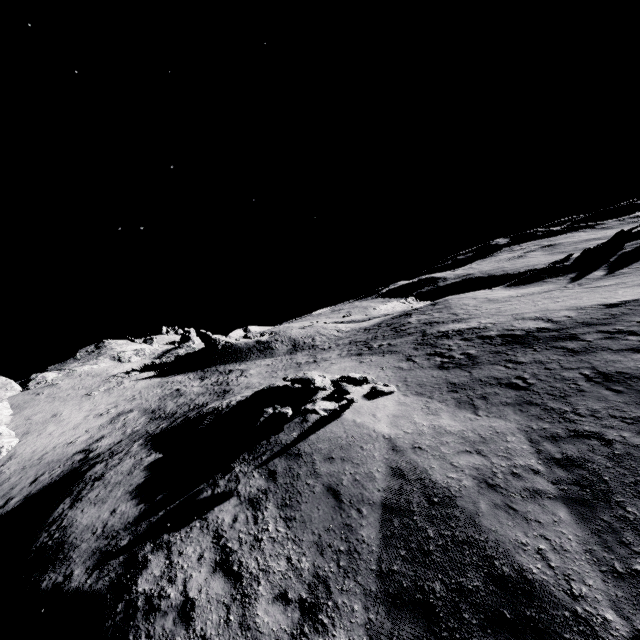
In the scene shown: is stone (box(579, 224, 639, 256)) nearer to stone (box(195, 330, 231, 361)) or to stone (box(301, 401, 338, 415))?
stone (box(301, 401, 338, 415))

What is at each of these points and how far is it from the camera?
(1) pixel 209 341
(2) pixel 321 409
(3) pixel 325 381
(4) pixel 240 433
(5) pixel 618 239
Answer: (1) stone, 52.2 meters
(2) stone, 11.5 meters
(3) stone, 15.4 meters
(4) stone, 13.0 meters
(5) stone, 34.8 meters

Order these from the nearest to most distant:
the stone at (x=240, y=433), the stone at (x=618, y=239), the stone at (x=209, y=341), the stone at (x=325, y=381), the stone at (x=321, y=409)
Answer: the stone at (x=321, y=409)
the stone at (x=240, y=433)
the stone at (x=325, y=381)
the stone at (x=618, y=239)
the stone at (x=209, y=341)

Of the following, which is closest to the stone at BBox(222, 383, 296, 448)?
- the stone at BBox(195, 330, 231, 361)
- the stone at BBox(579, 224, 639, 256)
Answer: the stone at BBox(195, 330, 231, 361)

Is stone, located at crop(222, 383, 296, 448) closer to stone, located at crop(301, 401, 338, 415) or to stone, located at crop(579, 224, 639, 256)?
stone, located at crop(301, 401, 338, 415)

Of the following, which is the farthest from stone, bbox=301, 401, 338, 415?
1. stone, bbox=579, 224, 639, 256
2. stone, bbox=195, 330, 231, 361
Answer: stone, bbox=579, 224, 639, 256

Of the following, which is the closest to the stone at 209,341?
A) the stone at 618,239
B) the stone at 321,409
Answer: the stone at 321,409
